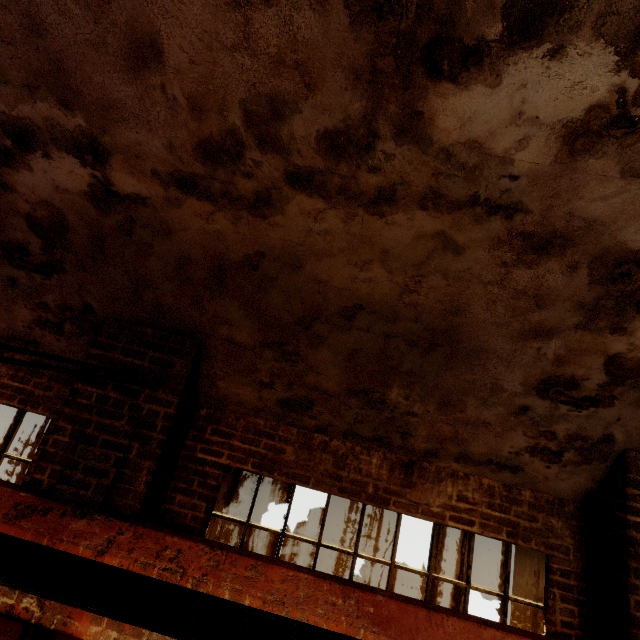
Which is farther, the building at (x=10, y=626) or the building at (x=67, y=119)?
the building at (x=10, y=626)

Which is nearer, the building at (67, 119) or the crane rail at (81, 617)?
the building at (67, 119)

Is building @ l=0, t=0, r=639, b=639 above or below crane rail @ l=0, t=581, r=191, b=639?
above

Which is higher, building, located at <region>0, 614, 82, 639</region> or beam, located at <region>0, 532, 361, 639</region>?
beam, located at <region>0, 532, 361, 639</region>

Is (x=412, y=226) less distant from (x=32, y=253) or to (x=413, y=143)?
(x=413, y=143)

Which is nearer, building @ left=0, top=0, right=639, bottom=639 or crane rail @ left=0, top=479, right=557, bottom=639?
building @ left=0, top=0, right=639, bottom=639

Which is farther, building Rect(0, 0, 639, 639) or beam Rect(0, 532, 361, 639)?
beam Rect(0, 532, 361, 639)

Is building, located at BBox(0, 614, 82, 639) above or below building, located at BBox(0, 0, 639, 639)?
below
